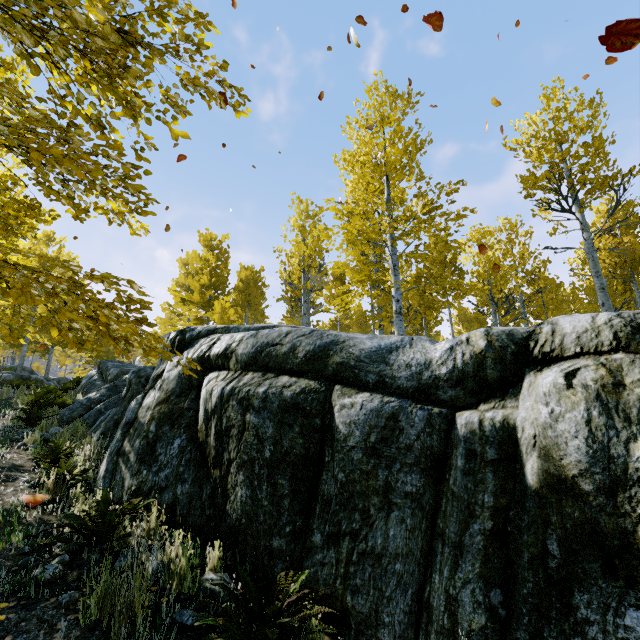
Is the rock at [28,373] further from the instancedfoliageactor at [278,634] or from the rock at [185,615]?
the instancedfoliageactor at [278,634]

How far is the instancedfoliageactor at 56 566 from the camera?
2.8 meters

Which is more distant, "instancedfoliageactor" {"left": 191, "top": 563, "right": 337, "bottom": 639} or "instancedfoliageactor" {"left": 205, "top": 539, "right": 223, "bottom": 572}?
"instancedfoliageactor" {"left": 205, "top": 539, "right": 223, "bottom": 572}

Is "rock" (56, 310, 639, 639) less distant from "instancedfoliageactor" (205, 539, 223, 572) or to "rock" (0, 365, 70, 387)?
"instancedfoliageactor" (205, 539, 223, 572)

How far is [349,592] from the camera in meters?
2.6

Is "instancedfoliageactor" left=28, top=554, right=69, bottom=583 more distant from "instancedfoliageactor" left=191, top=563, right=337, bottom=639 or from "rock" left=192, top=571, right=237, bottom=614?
"instancedfoliageactor" left=191, top=563, right=337, bottom=639

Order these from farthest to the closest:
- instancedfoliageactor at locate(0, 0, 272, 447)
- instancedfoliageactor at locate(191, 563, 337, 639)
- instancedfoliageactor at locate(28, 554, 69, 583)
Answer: instancedfoliageactor at locate(28, 554, 69, 583)
instancedfoliageactor at locate(191, 563, 337, 639)
instancedfoliageactor at locate(0, 0, 272, 447)

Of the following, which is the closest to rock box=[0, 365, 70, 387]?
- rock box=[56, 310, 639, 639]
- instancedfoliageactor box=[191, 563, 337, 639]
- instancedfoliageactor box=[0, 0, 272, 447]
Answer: instancedfoliageactor box=[0, 0, 272, 447]
